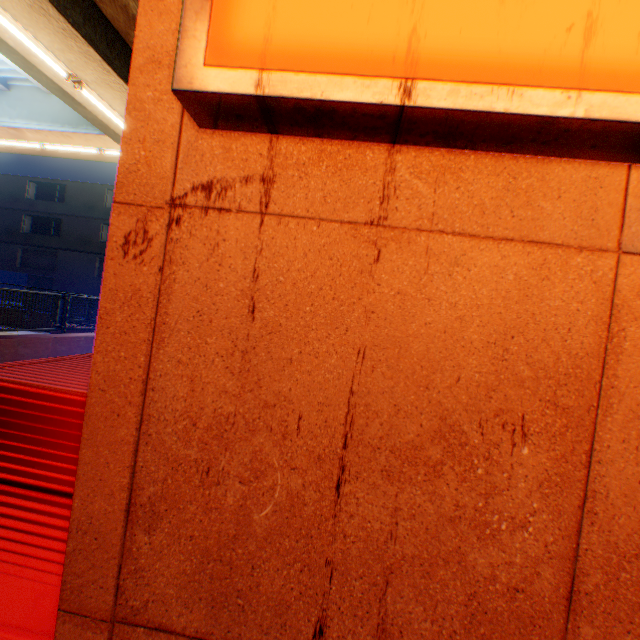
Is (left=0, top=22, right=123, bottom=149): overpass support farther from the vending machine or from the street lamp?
the vending machine

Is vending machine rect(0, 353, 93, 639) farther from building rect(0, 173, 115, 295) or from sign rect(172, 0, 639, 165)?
building rect(0, 173, 115, 295)

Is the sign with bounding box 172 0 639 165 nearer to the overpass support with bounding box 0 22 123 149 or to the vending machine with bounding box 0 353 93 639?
the vending machine with bounding box 0 353 93 639

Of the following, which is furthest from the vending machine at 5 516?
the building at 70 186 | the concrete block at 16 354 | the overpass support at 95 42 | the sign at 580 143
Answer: the building at 70 186

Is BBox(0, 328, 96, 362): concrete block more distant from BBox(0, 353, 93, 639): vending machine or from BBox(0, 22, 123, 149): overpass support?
BBox(0, 353, 93, 639): vending machine

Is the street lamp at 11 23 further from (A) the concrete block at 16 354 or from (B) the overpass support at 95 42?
(A) the concrete block at 16 354

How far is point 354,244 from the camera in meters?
1.1

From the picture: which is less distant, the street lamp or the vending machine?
the vending machine
